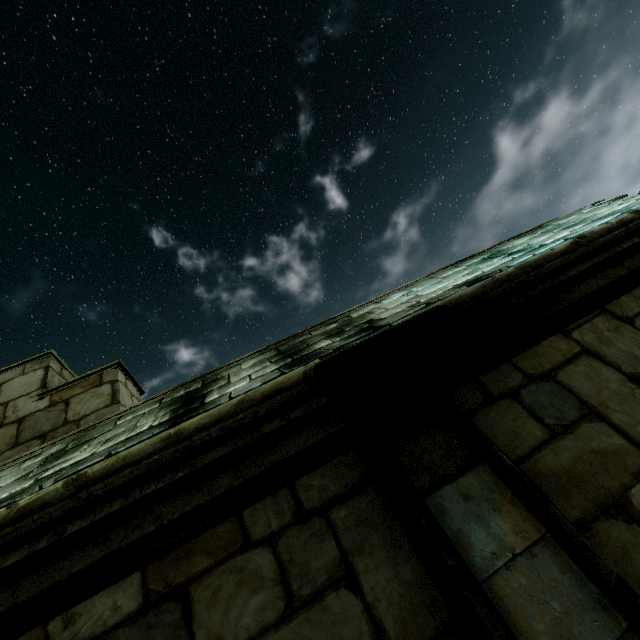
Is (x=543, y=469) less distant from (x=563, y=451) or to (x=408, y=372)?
(x=563, y=451)
